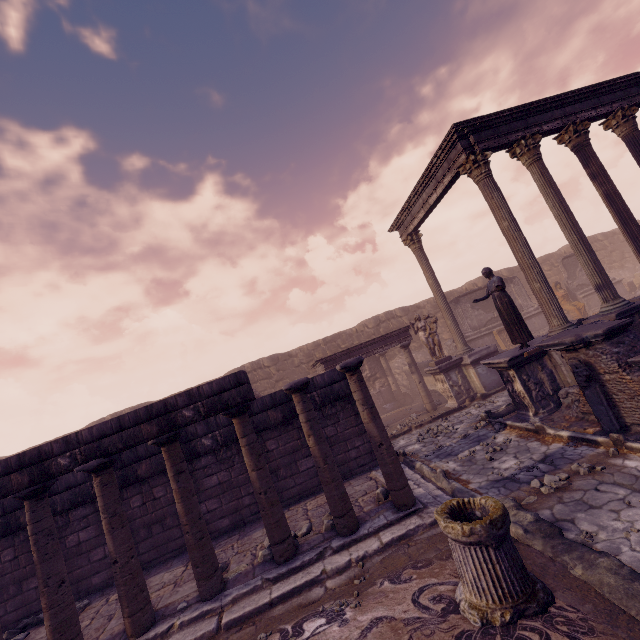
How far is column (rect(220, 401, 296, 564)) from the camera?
5.12m

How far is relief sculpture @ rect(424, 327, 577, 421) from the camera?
8.0m

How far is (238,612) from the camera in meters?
4.5

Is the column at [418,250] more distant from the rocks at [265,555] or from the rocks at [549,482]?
the rocks at [265,555]

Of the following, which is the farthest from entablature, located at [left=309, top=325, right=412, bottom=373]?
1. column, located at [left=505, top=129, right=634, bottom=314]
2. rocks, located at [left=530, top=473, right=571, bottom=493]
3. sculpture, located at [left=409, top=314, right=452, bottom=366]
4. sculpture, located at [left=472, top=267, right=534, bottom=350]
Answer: rocks, located at [left=530, top=473, right=571, bottom=493]

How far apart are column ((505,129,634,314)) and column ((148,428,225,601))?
10.9m

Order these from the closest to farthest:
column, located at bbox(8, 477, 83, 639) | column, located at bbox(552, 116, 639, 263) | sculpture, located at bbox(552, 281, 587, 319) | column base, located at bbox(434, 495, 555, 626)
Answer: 1. column base, located at bbox(434, 495, 555, 626)
2. column, located at bbox(8, 477, 83, 639)
3. column, located at bbox(552, 116, 639, 263)
4. sculpture, located at bbox(552, 281, 587, 319)

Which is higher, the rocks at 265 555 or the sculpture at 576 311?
the sculpture at 576 311
